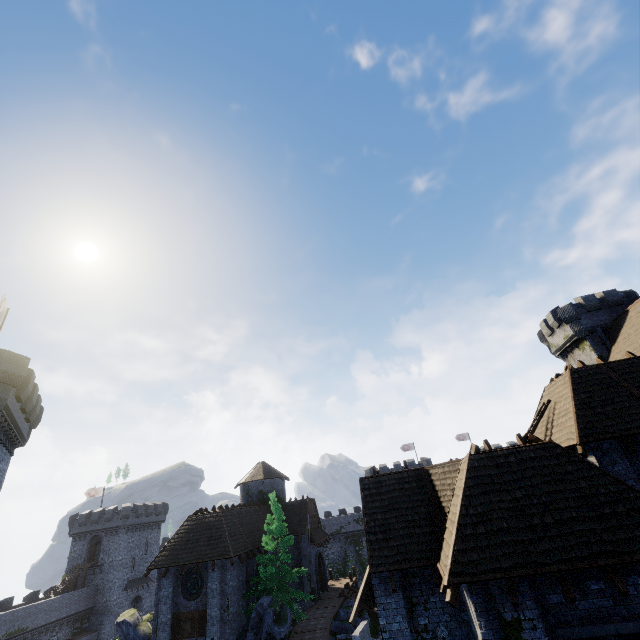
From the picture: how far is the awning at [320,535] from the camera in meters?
33.7 m

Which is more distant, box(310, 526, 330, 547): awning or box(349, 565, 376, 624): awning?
box(310, 526, 330, 547): awning

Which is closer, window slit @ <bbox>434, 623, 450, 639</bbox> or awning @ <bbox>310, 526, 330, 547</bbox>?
window slit @ <bbox>434, 623, 450, 639</bbox>

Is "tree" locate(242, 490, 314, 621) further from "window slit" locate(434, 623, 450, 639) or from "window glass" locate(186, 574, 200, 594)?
"window slit" locate(434, 623, 450, 639)

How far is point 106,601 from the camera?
48.5 meters

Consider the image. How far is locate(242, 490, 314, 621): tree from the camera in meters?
24.1 m

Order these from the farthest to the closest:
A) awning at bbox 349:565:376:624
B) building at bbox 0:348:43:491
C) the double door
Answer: the double door, building at bbox 0:348:43:491, awning at bbox 349:565:376:624

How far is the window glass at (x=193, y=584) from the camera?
23.9m
